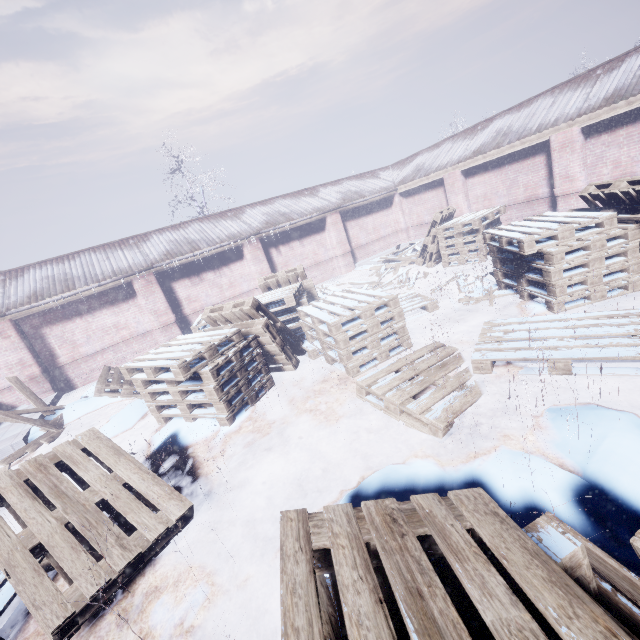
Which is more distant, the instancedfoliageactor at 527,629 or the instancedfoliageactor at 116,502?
the instancedfoliageactor at 116,502

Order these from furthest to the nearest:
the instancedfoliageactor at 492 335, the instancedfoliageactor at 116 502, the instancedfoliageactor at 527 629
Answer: the instancedfoliageactor at 492 335 → the instancedfoliageactor at 116 502 → the instancedfoliageactor at 527 629

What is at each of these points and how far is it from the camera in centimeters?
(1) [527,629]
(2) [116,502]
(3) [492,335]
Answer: (1) instancedfoliageactor, 95cm
(2) instancedfoliageactor, 259cm
(3) instancedfoliageactor, 364cm

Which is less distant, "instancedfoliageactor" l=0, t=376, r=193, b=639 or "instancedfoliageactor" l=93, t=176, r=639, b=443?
"instancedfoliageactor" l=0, t=376, r=193, b=639

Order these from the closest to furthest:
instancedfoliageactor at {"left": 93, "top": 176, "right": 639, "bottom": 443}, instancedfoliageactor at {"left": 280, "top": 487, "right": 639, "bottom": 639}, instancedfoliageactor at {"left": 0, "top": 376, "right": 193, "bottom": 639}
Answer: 1. instancedfoliageactor at {"left": 280, "top": 487, "right": 639, "bottom": 639}
2. instancedfoliageactor at {"left": 0, "top": 376, "right": 193, "bottom": 639}
3. instancedfoliageactor at {"left": 93, "top": 176, "right": 639, "bottom": 443}
